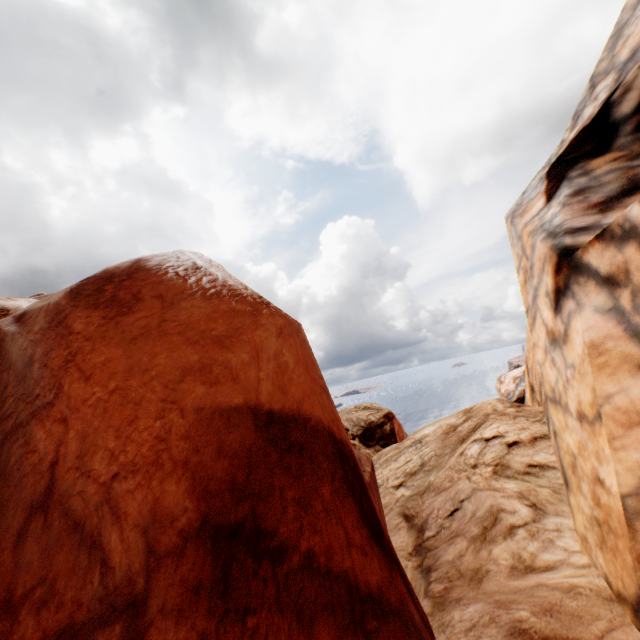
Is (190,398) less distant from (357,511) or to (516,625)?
(357,511)
